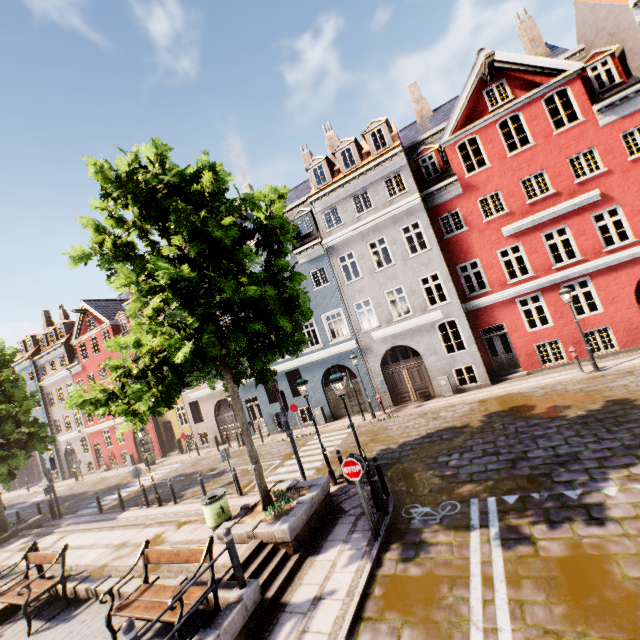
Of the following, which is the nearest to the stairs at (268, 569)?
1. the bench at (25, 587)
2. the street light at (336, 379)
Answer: the street light at (336, 379)

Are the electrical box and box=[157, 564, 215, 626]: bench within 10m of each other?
no

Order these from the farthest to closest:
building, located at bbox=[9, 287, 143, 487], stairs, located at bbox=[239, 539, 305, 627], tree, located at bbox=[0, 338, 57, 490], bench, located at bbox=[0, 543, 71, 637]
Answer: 1. building, located at bbox=[9, 287, 143, 487]
2. tree, located at bbox=[0, 338, 57, 490]
3. bench, located at bbox=[0, 543, 71, 637]
4. stairs, located at bbox=[239, 539, 305, 627]

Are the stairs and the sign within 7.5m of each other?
yes

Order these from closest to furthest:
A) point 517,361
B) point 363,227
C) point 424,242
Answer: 1. point 517,361
2. point 363,227
3. point 424,242

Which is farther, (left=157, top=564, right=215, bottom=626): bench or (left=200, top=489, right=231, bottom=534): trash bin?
(left=200, top=489, right=231, bottom=534): trash bin

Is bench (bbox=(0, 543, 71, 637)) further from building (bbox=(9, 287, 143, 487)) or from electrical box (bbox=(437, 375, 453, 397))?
electrical box (bbox=(437, 375, 453, 397))

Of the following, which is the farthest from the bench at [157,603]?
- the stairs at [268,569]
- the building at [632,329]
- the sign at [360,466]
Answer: the building at [632,329]
